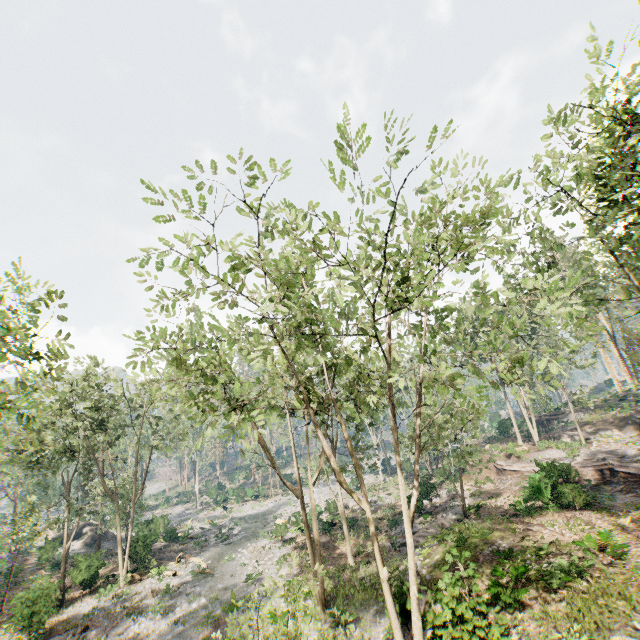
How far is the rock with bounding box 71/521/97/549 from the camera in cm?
3925

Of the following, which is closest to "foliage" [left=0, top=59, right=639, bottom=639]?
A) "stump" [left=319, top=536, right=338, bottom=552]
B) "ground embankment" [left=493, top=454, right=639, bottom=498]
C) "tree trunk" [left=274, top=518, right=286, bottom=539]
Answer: "tree trunk" [left=274, top=518, right=286, bottom=539]

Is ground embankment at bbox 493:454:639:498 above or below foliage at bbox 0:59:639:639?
below

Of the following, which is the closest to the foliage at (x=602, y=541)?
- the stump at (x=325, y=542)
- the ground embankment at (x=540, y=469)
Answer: the ground embankment at (x=540, y=469)

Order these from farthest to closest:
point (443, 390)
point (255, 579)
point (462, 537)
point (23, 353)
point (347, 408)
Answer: point (255, 579), point (462, 537), point (347, 408), point (23, 353), point (443, 390)

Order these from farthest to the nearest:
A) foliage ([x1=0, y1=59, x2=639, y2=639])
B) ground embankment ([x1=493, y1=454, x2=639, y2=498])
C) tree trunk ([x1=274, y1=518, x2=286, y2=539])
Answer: tree trunk ([x1=274, y1=518, x2=286, y2=539]) → ground embankment ([x1=493, y1=454, x2=639, y2=498]) → foliage ([x1=0, y1=59, x2=639, y2=639])

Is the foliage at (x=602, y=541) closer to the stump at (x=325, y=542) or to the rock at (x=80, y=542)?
the rock at (x=80, y=542)

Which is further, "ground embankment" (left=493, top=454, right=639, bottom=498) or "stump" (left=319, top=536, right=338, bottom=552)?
"stump" (left=319, top=536, right=338, bottom=552)
